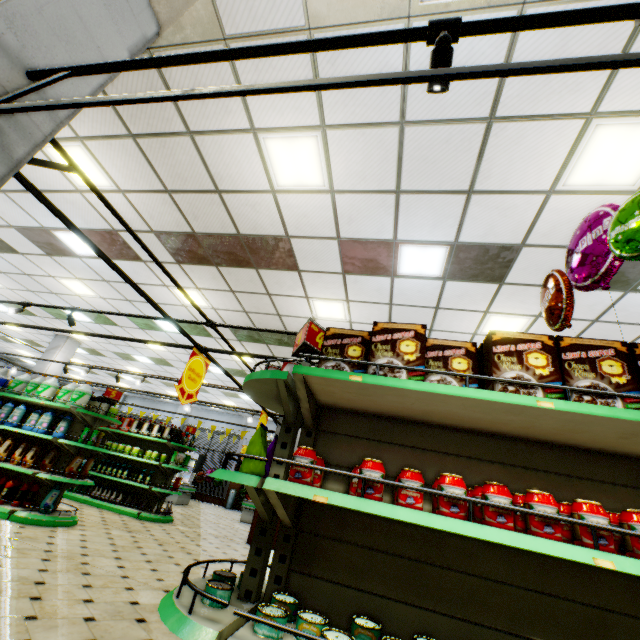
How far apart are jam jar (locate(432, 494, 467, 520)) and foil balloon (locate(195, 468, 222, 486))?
19.4 meters

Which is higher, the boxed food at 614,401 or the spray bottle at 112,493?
the boxed food at 614,401

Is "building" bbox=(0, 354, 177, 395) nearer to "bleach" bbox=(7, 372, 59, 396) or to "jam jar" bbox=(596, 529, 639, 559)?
"jam jar" bbox=(596, 529, 639, 559)

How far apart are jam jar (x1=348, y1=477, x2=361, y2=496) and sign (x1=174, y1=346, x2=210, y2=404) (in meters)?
3.25

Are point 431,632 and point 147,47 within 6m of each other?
yes

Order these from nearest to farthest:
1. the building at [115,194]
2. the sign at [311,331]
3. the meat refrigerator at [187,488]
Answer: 1. the sign at [311,331]
2. the building at [115,194]
3. the meat refrigerator at [187,488]

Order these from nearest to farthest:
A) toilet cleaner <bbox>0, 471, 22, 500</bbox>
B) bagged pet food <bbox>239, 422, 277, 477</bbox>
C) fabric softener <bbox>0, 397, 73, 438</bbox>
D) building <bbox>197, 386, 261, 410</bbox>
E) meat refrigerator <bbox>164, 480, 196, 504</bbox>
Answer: bagged pet food <bbox>239, 422, 277, 477</bbox>
toilet cleaner <bbox>0, 471, 22, 500</bbox>
fabric softener <bbox>0, 397, 73, 438</bbox>
meat refrigerator <bbox>164, 480, 196, 504</bbox>
building <bbox>197, 386, 261, 410</bbox>

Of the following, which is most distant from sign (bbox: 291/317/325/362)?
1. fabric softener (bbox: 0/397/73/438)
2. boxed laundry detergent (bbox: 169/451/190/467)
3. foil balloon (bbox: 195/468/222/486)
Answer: foil balloon (bbox: 195/468/222/486)
